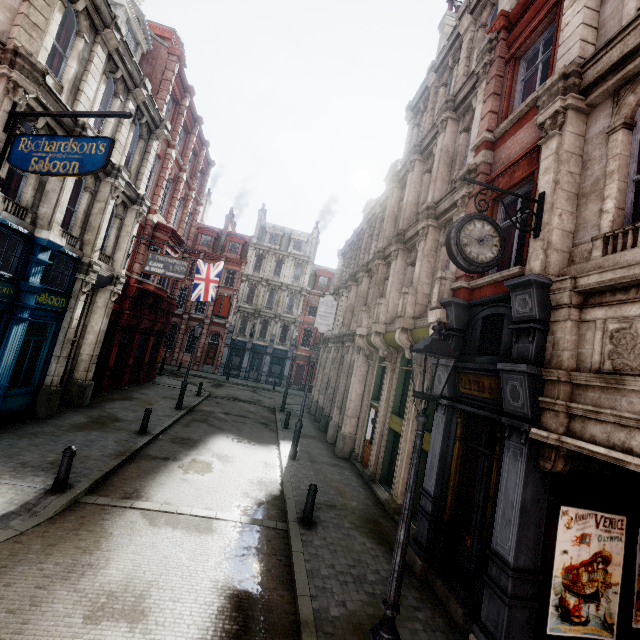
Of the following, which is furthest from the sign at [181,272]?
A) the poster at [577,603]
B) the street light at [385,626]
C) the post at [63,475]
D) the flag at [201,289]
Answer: the poster at [577,603]

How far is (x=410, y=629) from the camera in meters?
5.5 m

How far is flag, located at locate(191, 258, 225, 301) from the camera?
22.5 meters

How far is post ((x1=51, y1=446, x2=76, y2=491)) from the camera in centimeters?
→ 732cm

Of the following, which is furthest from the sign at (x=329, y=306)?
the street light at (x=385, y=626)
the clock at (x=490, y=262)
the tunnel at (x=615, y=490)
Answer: the street light at (x=385, y=626)

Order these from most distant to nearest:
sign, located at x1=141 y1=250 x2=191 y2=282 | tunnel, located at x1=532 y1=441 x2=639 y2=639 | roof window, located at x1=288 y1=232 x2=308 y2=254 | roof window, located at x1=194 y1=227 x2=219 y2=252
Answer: roof window, located at x1=288 y1=232 x2=308 y2=254 → roof window, located at x1=194 y1=227 x2=219 y2=252 → sign, located at x1=141 y1=250 x2=191 y2=282 → tunnel, located at x1=532 y1=441 x2=639 y2=639

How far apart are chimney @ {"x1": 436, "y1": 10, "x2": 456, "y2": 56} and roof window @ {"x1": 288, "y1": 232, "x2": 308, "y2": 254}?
25.4 meters

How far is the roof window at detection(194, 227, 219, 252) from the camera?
39.7 meters
